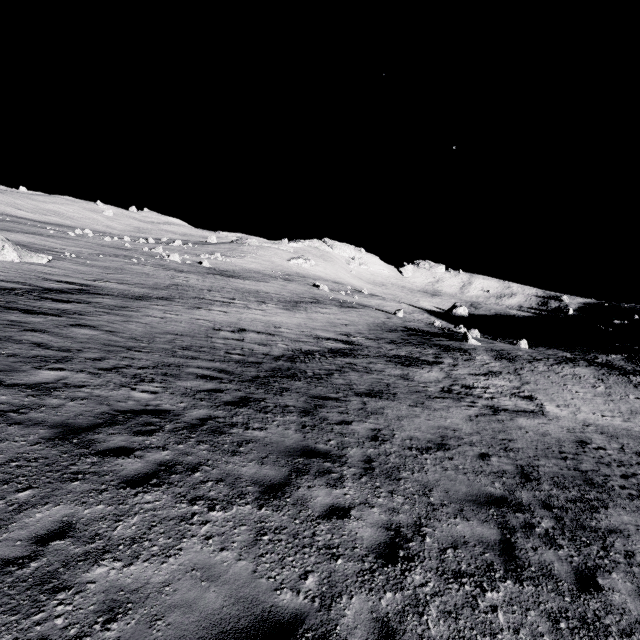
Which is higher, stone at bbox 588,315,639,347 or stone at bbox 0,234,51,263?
stone at bbox 588,315,639,347

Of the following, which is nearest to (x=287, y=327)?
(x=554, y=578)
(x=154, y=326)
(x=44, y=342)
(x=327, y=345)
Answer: (x=327, y=345)

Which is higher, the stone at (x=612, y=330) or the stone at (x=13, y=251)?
the stone at (x=612, y=330)

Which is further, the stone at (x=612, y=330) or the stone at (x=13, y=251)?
the stone at (x=612, y=330)

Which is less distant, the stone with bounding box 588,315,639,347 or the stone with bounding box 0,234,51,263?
the stone with bounding box 0,234,51,263
